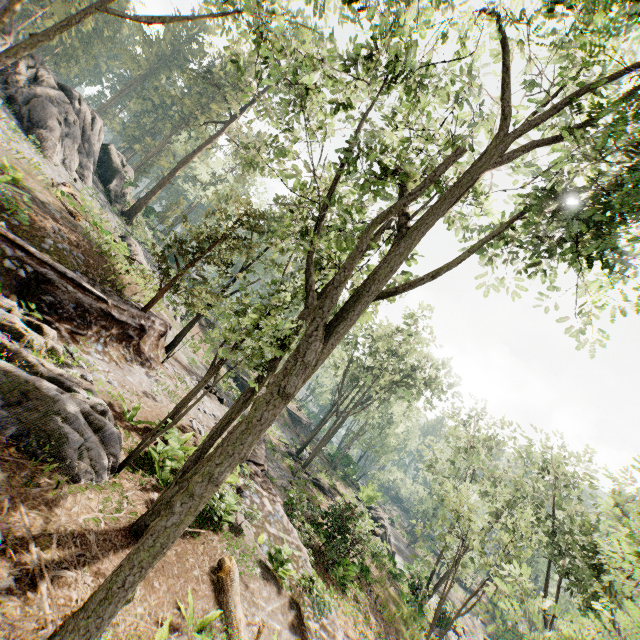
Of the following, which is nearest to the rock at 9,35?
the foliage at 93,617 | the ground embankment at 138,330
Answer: the foliage at 93,617

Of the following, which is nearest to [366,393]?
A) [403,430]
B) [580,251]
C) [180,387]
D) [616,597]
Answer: [403,430]

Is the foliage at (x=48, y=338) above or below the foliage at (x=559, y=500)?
below

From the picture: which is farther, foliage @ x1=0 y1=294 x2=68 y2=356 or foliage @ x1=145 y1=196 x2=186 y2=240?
foliage @ x1=145 y1=196 x2=186 y2=240

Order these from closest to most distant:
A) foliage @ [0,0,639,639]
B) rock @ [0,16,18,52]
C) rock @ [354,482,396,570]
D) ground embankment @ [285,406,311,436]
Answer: foliage @ [0,0,639,639] → rock @ [0,16,18,52] → rock @ [354,482,396,570] → ground embankment @ [285,406,311,436]

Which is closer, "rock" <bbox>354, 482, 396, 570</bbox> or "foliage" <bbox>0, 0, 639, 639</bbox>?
"foliage" <bbox>0, 0, 639, 639</bbox>

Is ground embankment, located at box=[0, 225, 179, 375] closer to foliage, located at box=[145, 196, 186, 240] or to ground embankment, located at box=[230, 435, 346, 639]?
foliage, located at box=[145, 196, 186, 240]

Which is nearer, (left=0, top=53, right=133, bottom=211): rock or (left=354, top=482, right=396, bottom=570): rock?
(left=0, top=53, right=133, bottom=211): rock
